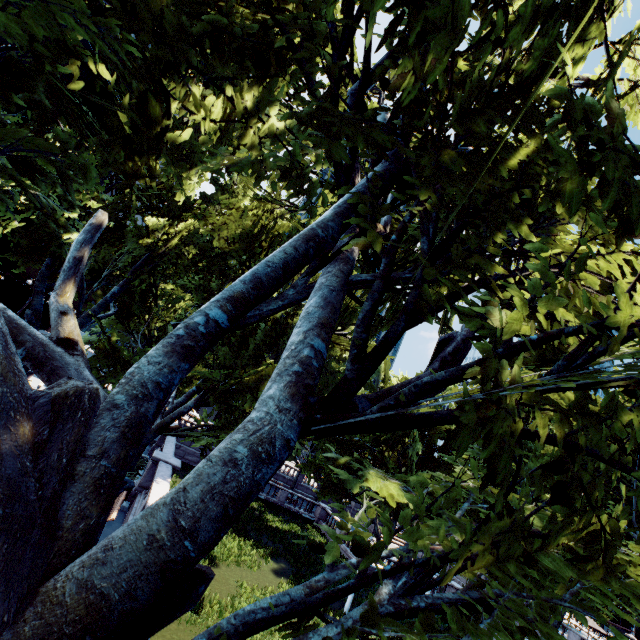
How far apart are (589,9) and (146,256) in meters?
21.8 m
